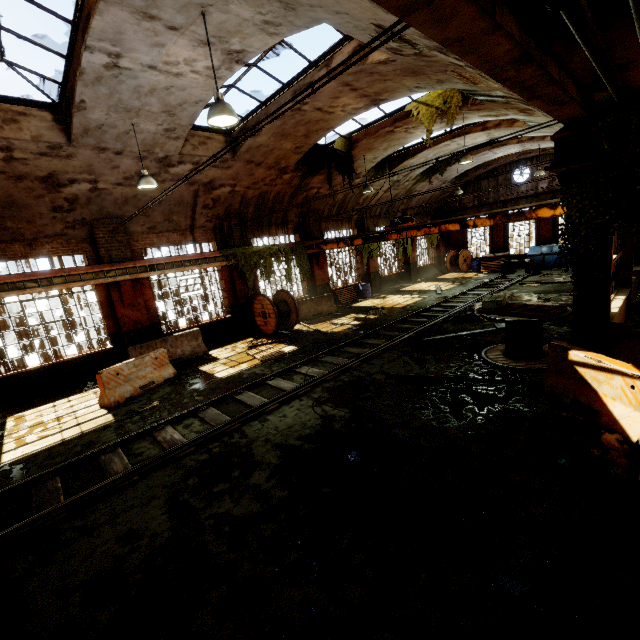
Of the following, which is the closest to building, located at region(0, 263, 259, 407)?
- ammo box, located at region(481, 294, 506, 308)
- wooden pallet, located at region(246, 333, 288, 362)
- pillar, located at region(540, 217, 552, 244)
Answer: wooden pallet, located at region(246, 333, 288, 362)

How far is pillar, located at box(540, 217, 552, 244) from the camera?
22.6m

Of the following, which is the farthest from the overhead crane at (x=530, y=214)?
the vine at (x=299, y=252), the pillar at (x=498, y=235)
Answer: the pillar at (x=498, y=235)

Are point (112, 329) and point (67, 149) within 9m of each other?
yes

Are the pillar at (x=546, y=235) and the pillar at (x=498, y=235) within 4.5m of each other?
yes

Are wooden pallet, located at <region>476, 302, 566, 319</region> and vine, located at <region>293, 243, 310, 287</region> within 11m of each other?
yes

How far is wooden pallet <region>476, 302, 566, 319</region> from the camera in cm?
713

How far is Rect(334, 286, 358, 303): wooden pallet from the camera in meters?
19.9
